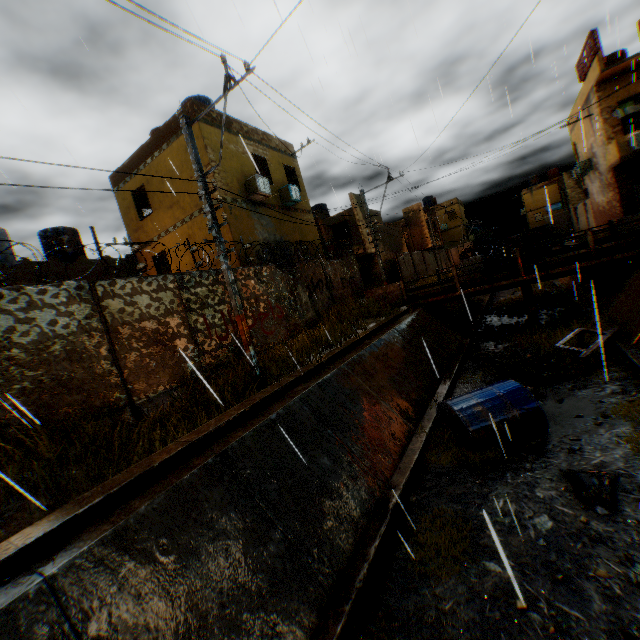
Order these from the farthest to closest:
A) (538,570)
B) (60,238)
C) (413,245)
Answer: (413,245) < (60,238) < (538,570)

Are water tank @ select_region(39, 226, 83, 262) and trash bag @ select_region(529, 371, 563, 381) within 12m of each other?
no

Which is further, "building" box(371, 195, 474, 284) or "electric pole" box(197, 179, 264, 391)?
"building" box(371, 195, 474, 284)

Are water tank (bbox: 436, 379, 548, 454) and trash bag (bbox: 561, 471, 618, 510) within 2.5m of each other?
yes

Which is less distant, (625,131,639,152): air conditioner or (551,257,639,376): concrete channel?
(551,257,639,376): concrete channel

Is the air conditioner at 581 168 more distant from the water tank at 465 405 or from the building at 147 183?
the water tank at 465 405

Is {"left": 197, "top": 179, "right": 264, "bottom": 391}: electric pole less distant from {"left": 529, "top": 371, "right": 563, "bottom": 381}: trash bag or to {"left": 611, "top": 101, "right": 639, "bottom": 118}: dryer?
{"left": 529, "top": 371, "right": 563, "bottom": 381}: trash bag

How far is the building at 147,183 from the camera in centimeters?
1364cm
